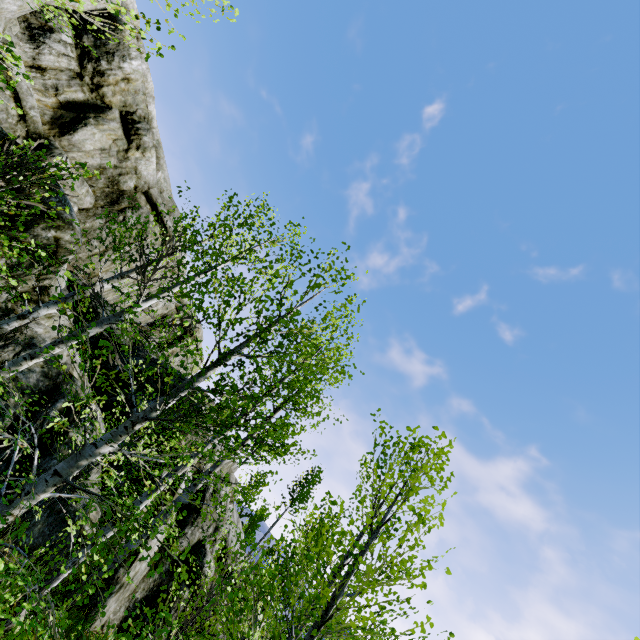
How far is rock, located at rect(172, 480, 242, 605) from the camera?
12.20m

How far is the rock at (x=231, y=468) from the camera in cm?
1517

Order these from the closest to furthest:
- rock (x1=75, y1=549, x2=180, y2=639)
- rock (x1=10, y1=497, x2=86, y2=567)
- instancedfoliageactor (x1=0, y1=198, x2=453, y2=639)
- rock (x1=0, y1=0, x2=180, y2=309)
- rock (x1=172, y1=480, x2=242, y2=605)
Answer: instancedfoliageactor (x1=0, y1=198, x2=453, y2=639) → rock (x1=10, y1=497, x2=86, y2=567) → rock (x1=0, y1=0, x2=180, y2=309) → rock (x1=75, y1=549, x2=180, y2=639) → rock (x1=172, y1=480, x2=242, y2=605)

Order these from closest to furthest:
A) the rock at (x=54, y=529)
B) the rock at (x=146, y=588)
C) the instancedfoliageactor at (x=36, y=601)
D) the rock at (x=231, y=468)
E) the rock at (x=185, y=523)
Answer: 1. the instancedfoliageactor at (x=36, y=601)
2. the rock at (x=54, y=529)
3. the rock at (x=146, y=588)
4. the rock at (x=185, y=523)
5. the rock at (x=231, y=468)

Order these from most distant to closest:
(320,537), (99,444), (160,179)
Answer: (320,537) < (160,179) < (99,444)
